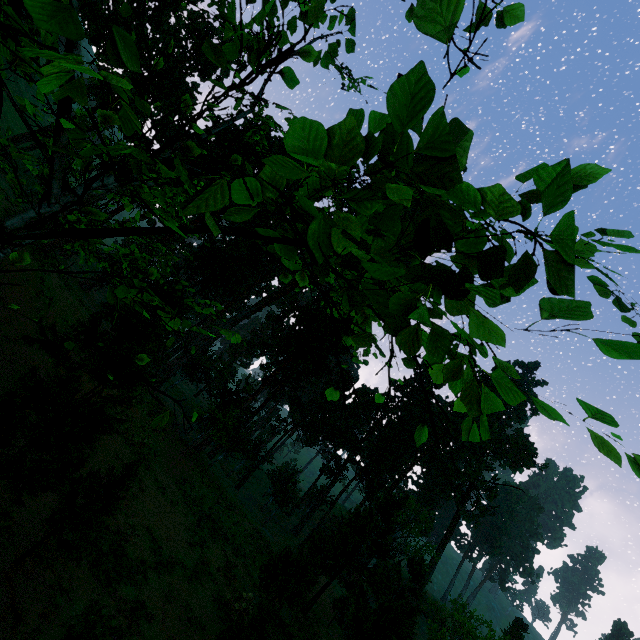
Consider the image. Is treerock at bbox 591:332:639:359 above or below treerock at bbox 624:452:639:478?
above

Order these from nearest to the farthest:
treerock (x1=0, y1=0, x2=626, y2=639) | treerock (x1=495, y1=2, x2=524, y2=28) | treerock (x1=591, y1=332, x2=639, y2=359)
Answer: treerock (x1=591, y1=332, x2=639, y2=359), treerock (x1=0, y1=0, x2=626, y2=639), treerock (x1=495, y1=2, x2=524, y2=28)

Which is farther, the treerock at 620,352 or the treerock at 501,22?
the treerock at 501,22

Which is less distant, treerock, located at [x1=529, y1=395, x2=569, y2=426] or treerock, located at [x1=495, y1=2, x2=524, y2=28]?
treerock, located at [x1=529, y1=395, x2=569, y2=426]

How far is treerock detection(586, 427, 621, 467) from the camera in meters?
1.6

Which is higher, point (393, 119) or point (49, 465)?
point (393, 119)
